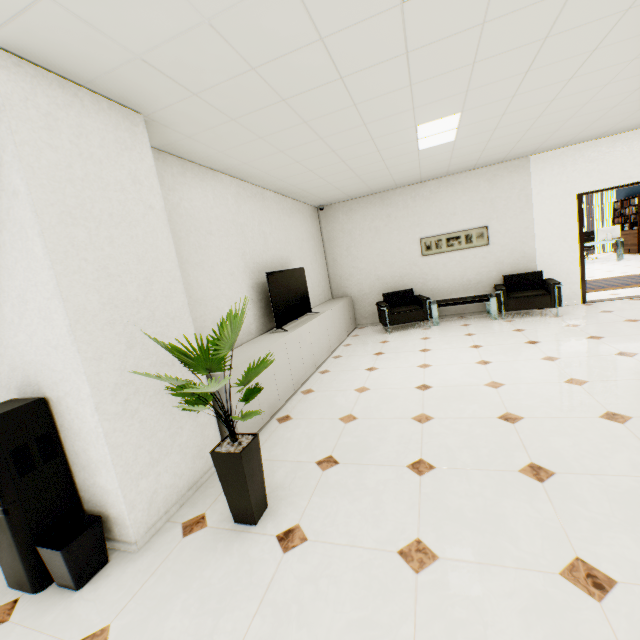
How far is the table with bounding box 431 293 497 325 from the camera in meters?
6.3

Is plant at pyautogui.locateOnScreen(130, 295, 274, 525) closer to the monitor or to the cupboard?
the cupboard

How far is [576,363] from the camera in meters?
3.7

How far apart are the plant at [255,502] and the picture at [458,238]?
5.7m

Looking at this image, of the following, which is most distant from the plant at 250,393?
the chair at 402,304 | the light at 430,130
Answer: the chair at 402,304

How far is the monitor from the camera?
11.51m

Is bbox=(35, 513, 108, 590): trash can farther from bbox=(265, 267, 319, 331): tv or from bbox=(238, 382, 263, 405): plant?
bbox=(265, 267, 319, 331): tv

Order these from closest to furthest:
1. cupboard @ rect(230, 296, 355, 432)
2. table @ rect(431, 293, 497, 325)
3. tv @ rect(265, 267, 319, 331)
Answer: cupboard @ rect(230, 296, 355, 432), tv @ rect(265, 267, 319, 331), table @ rect(431, 293, 497, 325)
